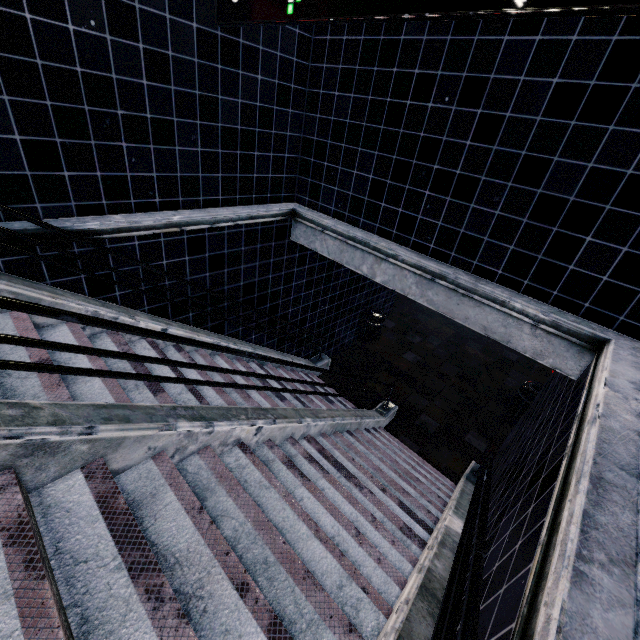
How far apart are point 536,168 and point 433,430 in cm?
566
